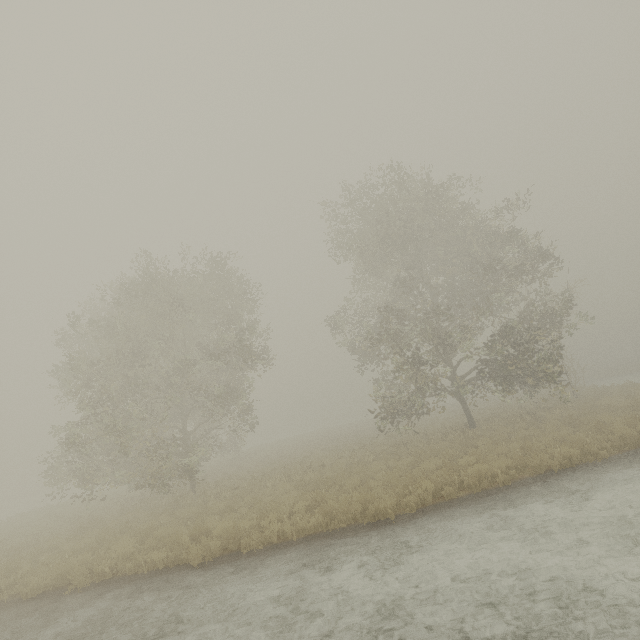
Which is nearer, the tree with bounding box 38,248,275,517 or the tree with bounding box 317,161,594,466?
the tree with bounding box 38,248,275,517

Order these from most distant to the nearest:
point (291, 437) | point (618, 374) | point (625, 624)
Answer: point (291, 437), point (618, 374), point (625, 624)

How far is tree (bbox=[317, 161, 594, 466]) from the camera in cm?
1653

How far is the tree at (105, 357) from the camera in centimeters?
1572cm

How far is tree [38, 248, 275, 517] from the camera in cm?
1572

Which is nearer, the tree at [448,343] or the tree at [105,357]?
the tree at [105,357]
